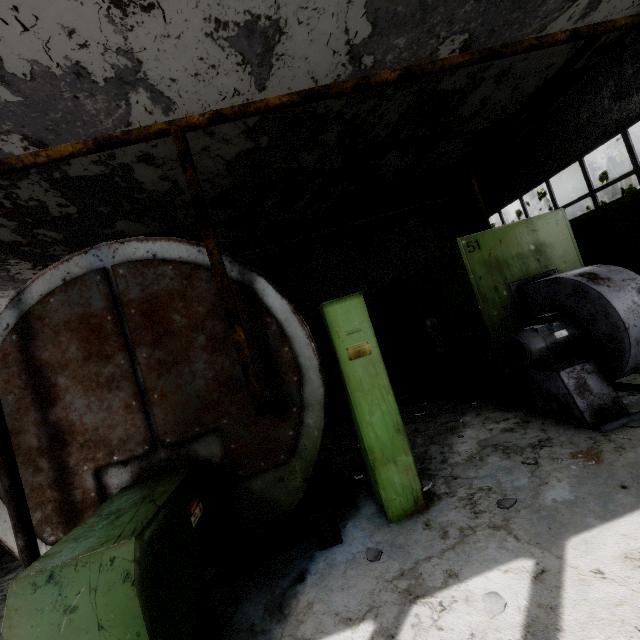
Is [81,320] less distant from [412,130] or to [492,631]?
[492,631]

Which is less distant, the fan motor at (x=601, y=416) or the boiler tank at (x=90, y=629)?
the boiler tank at (x=90, y=629)

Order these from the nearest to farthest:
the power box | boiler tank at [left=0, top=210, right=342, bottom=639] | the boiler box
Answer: boiler tank at [left=0, top=210, right=342, bottom=639]
the power box
the boiler box

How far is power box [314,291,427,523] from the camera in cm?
344

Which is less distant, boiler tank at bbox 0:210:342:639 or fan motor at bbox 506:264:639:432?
boiler tank at bbox 0:210:342:639

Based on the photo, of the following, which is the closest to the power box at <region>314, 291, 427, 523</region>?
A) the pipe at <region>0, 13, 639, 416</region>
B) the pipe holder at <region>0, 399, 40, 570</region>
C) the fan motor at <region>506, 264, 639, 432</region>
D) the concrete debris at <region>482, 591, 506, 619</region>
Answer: the concrete debris at <region>482, 591, 506, 619</region>

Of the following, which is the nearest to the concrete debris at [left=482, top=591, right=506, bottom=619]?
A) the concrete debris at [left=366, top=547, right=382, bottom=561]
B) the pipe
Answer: the concrete debris at [left=366, top=547, right=382, bottom=561]

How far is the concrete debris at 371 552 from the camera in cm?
295
